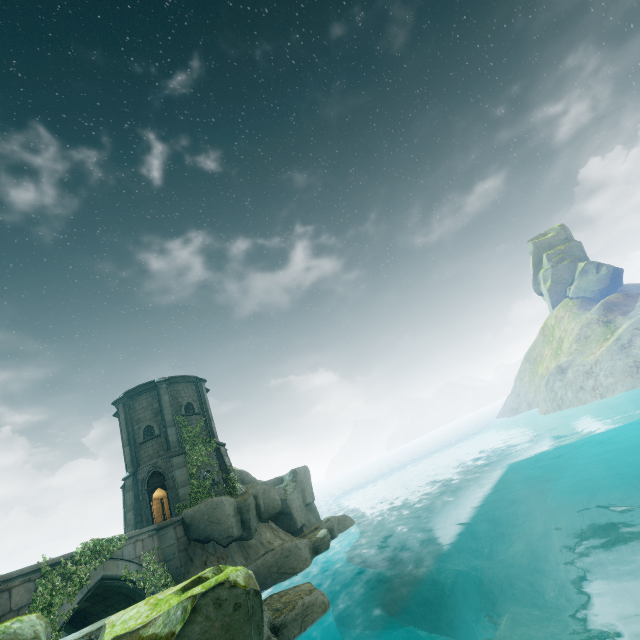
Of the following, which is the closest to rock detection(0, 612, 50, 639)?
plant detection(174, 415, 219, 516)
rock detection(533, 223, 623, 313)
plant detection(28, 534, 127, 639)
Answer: plant detection(28, 534, 127, 639)

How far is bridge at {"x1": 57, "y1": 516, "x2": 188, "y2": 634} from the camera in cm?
1278

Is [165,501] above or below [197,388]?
below

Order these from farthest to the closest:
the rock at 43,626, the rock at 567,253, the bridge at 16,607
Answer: the rock at 567,253, the bridge at 16,607, the rock at 43,626

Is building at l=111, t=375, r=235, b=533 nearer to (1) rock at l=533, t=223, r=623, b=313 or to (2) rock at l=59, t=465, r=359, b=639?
(2) rock at l=59, t=465, r=359, b=639

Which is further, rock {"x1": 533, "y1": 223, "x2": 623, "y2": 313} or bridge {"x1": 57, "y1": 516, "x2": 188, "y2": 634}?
rock {"x1": 533, "y1": 223, "x2": 623, "y2": 313}

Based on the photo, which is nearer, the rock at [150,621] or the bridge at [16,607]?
the rock at [150,621]

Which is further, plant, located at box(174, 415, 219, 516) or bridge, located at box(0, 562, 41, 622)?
plant, located at box(174, 415, 219, 516)
